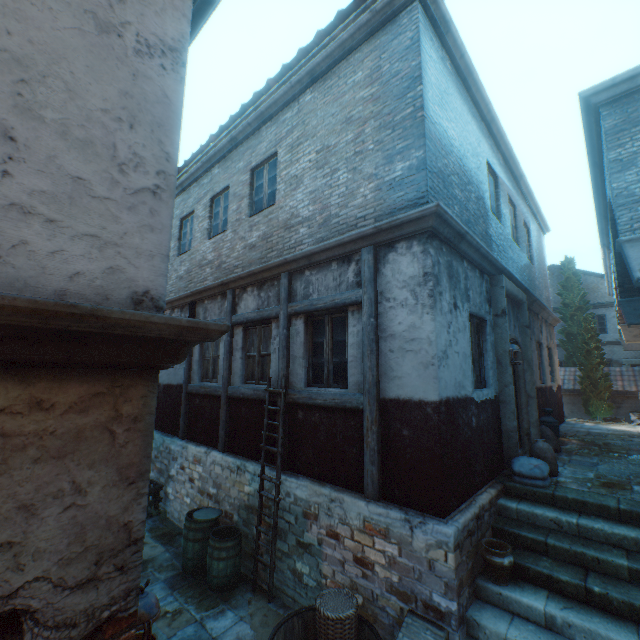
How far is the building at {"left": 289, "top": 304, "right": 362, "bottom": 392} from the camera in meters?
5.1

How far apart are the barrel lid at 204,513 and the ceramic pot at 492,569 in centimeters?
466cm

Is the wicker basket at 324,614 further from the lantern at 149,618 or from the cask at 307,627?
the lantern at 149,618

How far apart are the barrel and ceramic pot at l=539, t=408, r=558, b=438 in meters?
7.3

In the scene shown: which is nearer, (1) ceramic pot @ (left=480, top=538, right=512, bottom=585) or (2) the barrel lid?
(1) ceramic pot @ (left=480, top=538, right=512, bottom=585)

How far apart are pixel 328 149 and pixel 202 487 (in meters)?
7.82

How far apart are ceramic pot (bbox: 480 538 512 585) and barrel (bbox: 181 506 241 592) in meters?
4.0

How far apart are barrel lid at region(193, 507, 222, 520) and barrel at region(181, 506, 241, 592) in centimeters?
21cm
